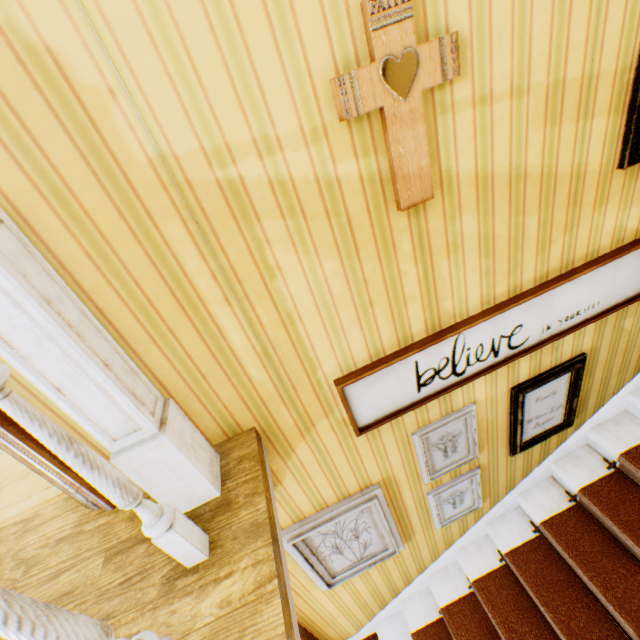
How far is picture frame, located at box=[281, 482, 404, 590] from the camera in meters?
2.1

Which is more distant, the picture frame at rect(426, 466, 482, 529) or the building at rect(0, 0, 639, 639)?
the picture frame at rect(426, 466, 482, 529)

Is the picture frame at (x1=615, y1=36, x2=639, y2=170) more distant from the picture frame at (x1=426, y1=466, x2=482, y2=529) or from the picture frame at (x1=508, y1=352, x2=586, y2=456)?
the picture frame at (x1=426, y1=466, x2=482, y2=529)

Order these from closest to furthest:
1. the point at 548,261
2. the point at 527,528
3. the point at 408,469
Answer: the point at 548,261, the point at 408,469, the point at 527,528

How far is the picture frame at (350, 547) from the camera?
2.10m

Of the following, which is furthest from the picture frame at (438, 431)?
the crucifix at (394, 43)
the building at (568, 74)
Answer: the crucifix at (394, 43)

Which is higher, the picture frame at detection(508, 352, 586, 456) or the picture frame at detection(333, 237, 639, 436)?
the picture frame at detection(333, 237, 639, 436)

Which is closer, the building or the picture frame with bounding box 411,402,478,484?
the building
